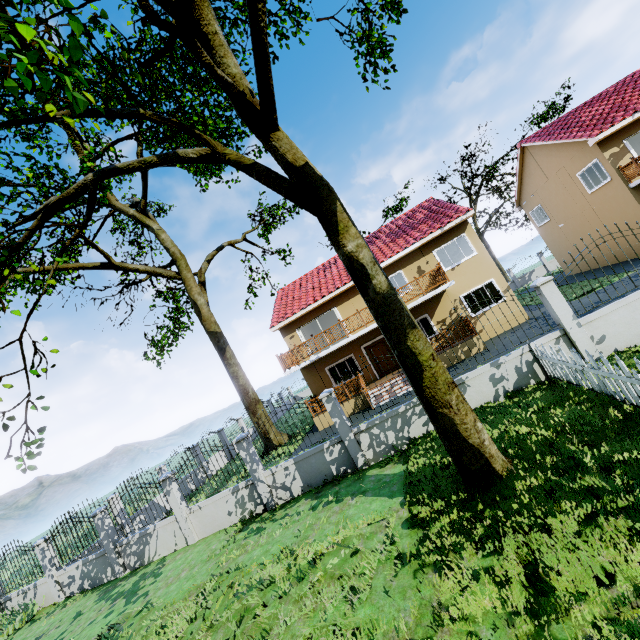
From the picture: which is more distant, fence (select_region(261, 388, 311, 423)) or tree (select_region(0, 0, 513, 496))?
fence (select_region(261, 388, 311, 423))

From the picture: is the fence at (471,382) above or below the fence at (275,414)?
below

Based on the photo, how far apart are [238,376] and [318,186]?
15.1 meters

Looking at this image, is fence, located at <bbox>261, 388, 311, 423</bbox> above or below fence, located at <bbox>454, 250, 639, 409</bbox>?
above

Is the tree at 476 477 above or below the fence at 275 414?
below

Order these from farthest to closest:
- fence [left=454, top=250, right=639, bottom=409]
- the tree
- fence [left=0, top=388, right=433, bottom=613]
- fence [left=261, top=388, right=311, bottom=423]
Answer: fence [left=261, top=388, right=311, bottom=423], fence [left=0, top=388, right=433, bottom=613], fence [left=454, top=250, right=639, bottom=409], the tree

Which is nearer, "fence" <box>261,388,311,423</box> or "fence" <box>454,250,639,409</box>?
"fence" <box>454,250,639,409</box>

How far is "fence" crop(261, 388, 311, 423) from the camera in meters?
10.0
